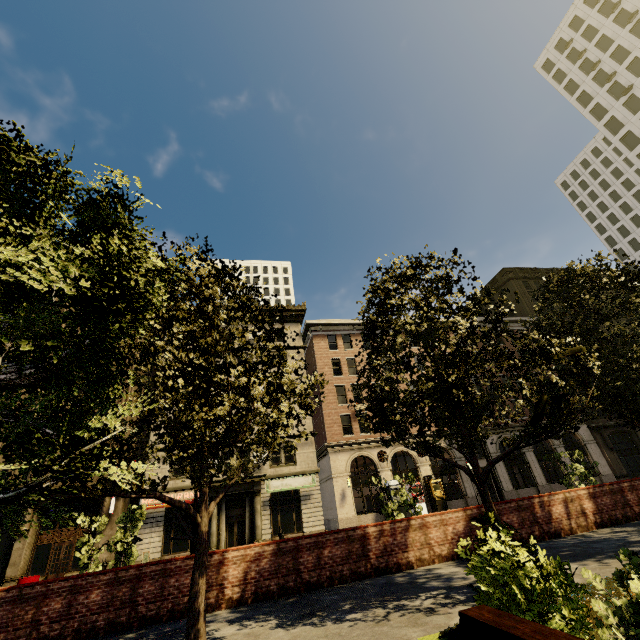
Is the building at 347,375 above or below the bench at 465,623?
above

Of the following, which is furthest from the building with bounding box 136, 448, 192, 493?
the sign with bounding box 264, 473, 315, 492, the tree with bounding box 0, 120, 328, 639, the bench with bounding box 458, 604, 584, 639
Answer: the bench with bounding box 458, 604, 584, 639

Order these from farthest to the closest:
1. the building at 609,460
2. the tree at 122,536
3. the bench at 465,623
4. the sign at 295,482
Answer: the building at 609,460, the sign at 295,482, the tree at 122,536, the bench at 465,623

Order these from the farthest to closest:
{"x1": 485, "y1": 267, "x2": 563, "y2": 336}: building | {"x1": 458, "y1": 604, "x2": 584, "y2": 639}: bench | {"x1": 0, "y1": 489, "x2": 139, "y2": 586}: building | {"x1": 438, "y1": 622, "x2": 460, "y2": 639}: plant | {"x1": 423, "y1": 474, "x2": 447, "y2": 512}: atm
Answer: {"x1": 485, "y1": 267, "x2": 563, "y2": 336}: building < {"x1": 423, "y1": 474, "x2": 447, "y2": 512}: atm < {"x1": 0, "y1": 489, "x2": 139, "y2": 586}: building < {"x1": 438, "y1": 622, "x2": 460, "y2": 639}: plant < {"x1": 458, "y1": 604, "x2": 584, "y2": 639}: bench

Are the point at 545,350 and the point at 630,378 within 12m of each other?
yes

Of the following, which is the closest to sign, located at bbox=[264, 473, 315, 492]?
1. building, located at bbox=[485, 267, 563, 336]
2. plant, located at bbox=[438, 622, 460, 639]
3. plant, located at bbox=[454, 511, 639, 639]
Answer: building, located at bbox=[485, 267, 563, 336]

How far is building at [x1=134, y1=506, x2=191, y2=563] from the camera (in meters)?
23.22

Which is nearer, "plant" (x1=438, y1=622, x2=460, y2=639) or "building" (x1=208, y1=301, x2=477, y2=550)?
"plant" (x1=438, y1=622, x2=460, y2=639)
